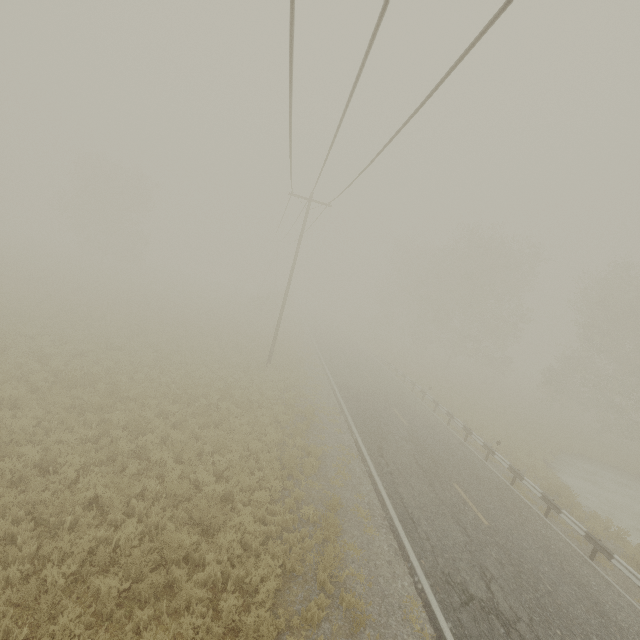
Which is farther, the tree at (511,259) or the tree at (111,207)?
the tree at (111,207)

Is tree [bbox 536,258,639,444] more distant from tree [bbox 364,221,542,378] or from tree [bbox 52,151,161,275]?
tree [bbox 52,151,161,275]

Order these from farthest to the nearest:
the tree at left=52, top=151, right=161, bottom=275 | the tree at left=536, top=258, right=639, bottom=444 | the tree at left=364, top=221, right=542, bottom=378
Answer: the tree at left=52, top=151, right=161, bottom=275 < the tree at left=364, top=221, right=542, bottom=378 < the tree at left=536, top=258, right=639, bottom=444

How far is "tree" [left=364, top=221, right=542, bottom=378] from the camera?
35.8m

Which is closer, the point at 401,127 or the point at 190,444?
the point at 401,127

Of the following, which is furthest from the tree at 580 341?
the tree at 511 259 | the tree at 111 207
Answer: the tree at 111 207
